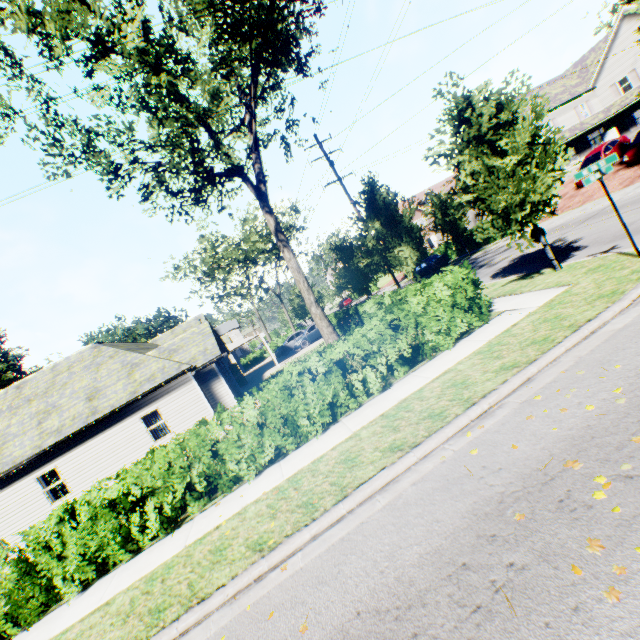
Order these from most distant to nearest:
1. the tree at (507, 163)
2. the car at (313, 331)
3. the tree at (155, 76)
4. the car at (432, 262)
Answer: the car at (313, 331) < the car at (432, 262) < the tree at (155, 76) < the tree at (507, 163)

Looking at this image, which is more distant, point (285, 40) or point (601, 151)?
point (601, 151)

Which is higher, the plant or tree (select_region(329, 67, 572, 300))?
the plant

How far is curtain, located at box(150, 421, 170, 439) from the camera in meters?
16.1 m

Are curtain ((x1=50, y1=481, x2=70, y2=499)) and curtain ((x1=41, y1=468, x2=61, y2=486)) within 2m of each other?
yes

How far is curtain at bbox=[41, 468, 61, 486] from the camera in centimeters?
1507cm

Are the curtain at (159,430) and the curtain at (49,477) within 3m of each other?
no

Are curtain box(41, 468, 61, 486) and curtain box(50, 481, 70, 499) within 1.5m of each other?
yes
